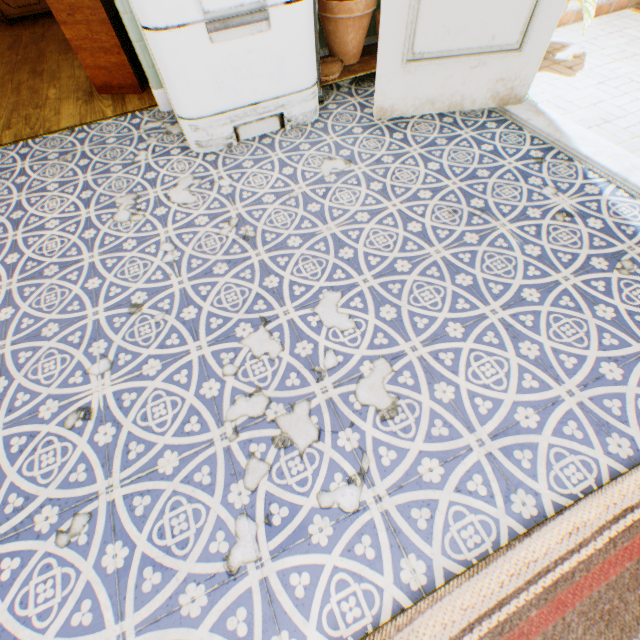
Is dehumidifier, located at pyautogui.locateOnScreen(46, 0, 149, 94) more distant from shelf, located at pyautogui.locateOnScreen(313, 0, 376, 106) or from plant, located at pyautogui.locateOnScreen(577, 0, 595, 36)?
plant, located at pyautogui.locateOnScreen(577, 0, 595, 36)

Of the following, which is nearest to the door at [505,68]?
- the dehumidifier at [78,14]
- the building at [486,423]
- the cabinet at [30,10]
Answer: the building at [486,423]

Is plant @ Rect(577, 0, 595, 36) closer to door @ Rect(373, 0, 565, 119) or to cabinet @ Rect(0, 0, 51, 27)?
door @ Rect(373, 0, 565, 119)

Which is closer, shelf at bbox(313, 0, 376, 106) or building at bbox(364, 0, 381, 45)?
shelf at bbox(313, 0, 376, 106)

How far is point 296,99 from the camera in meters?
2.4

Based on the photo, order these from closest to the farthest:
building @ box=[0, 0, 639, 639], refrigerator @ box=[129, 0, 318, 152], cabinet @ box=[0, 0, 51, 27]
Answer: building @ box=[0, 0, 639, 639] < refrigerator @ box=[129, 0, 318, 152] < cabinet @ box=[0, 0, 51, 27]

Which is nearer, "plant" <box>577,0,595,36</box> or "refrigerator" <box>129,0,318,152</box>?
"refrigerator" <box>129,0,318,152</box>

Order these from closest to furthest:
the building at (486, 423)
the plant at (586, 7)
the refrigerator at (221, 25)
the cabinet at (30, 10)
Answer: the building at (486, 423) < the refrigerator at (221, 25) < the plant at (586, 7) < the cabinet at (30, 10)
